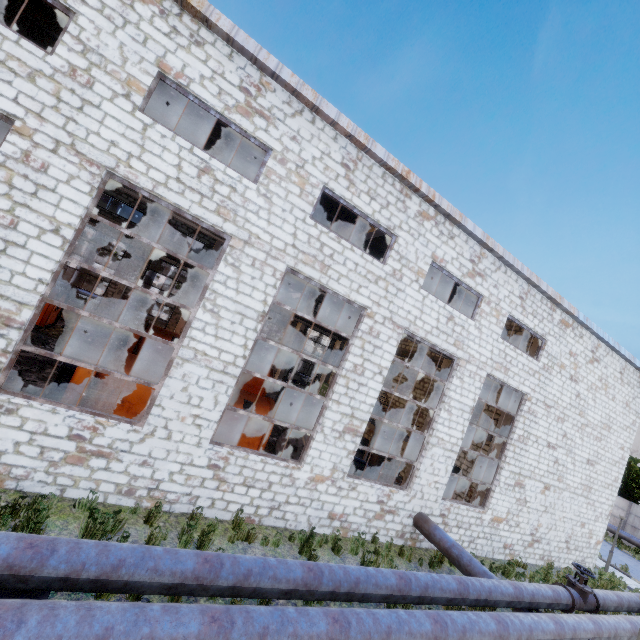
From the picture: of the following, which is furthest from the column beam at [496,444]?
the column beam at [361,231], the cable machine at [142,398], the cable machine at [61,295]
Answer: the cable machine at [61,295]

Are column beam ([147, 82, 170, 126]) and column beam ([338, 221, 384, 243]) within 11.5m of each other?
yes

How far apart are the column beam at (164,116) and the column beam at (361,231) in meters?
8.5

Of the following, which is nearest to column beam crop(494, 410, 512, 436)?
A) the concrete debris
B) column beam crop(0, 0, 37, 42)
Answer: the concrete debris

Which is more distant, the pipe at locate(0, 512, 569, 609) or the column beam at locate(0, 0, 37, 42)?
the column beam at locate(0, 0, 37, 42)

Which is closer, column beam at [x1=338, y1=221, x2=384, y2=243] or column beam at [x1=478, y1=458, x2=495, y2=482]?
column beam at [x1=338, y1=221, x2=384, y2=243]

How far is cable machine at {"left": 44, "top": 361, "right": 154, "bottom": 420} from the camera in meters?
9.2

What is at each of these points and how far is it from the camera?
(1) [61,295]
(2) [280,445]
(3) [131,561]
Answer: (1) cable machine, 18.0 meters
(2) wire spool, 12.7 meters
(3) pipe, 4.7 meters
